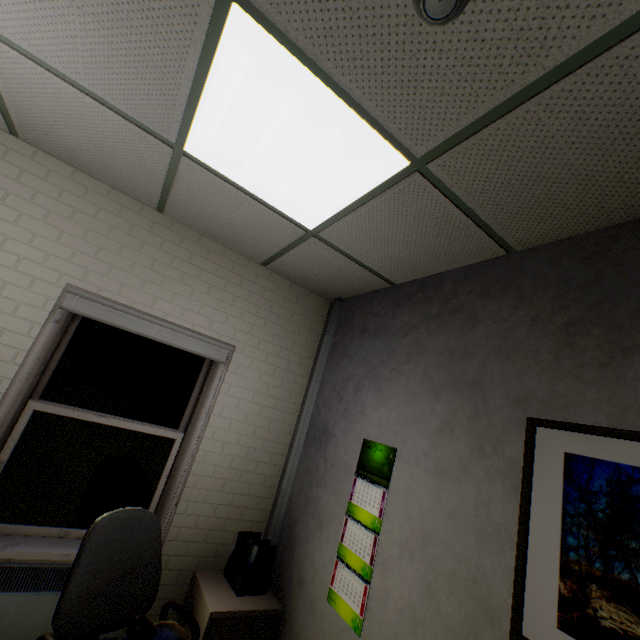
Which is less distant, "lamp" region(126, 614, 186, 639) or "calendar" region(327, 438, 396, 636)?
"lamp" region(126, 614, 186, 639)

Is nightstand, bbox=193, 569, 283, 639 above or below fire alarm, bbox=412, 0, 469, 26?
below

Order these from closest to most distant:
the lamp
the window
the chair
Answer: the lamp → the chair → the window

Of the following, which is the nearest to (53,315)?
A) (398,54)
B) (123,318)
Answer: (123,318)

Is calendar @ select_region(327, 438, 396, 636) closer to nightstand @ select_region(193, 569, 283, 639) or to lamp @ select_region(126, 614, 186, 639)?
nightstand @ select_region(193, 569, 283, 639)

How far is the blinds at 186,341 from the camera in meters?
2.4 m

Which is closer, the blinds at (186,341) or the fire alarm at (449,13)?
the fire alarm at (449,13)

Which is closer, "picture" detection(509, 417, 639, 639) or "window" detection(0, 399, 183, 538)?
"picture" detection(509, 417, 639, 639)
